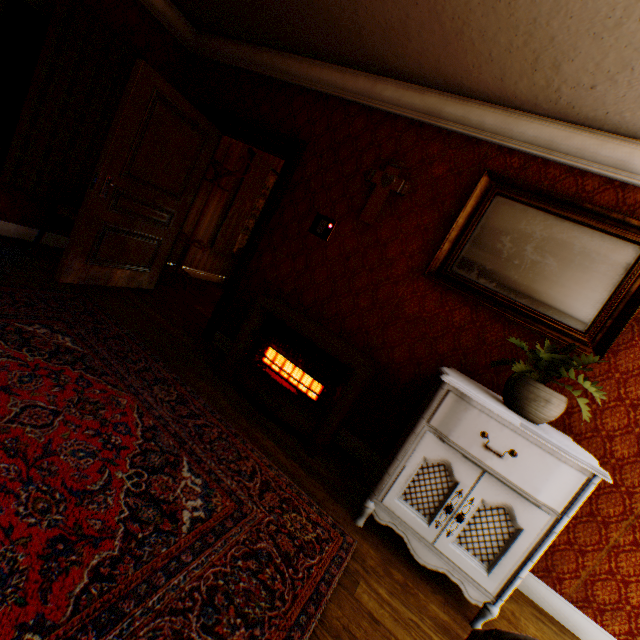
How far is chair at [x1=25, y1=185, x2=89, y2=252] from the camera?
3.5m

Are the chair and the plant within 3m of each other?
no

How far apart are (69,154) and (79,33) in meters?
1.2 m

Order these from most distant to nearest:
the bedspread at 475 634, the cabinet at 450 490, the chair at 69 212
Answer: the chair at 69 212 → the cabinet at 450 490 → the bedspread at 475 634

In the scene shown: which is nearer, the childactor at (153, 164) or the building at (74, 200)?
the childactor at (153, 164)

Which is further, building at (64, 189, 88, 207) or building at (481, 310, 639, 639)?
building at (64, 189, 88, 207)

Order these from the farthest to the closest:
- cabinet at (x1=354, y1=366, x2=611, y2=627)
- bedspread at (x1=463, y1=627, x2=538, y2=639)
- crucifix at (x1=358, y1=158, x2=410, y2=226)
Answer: crucifix at (x1=358, y1=158, x2=410, y2=226) → cabinet at (x1=354, y1=366, x2=611, y2=627) → bedspread at (x1=463, y1=627, x2=538, y2=639)

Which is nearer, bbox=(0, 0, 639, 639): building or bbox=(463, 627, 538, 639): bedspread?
bbox=(463, 627, 538, 639): bedspread
